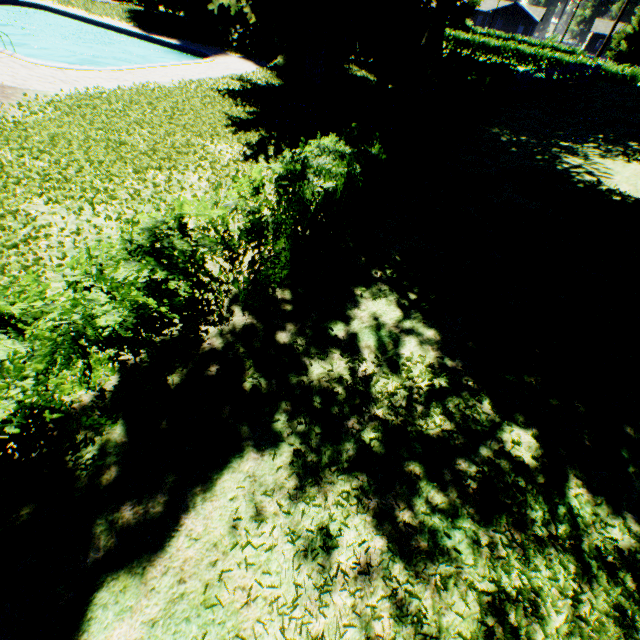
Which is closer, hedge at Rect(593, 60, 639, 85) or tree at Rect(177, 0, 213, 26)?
tree at Rect(177, 0, 213, 26)

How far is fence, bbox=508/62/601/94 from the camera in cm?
2348

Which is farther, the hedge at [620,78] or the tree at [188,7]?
the hedge at [620,78]

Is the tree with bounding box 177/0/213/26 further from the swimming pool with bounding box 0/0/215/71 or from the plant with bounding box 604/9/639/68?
the swimming pool with bounding box 0/0/215/71

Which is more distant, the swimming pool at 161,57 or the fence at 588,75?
the fence at 588,75

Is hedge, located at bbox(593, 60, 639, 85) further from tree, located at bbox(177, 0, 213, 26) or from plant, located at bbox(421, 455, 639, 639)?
tree, located at bbox(177, 0, 213, 26)

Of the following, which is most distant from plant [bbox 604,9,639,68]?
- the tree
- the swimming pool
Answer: the swimming pool

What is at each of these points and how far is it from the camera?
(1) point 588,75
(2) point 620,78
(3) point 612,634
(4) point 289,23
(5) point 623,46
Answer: (1) fence, 26.9m
(2) hedge, 33.1m
(3) plant, 2.6m
(4) plant, 12.9m
(5) plant, 50.4m
